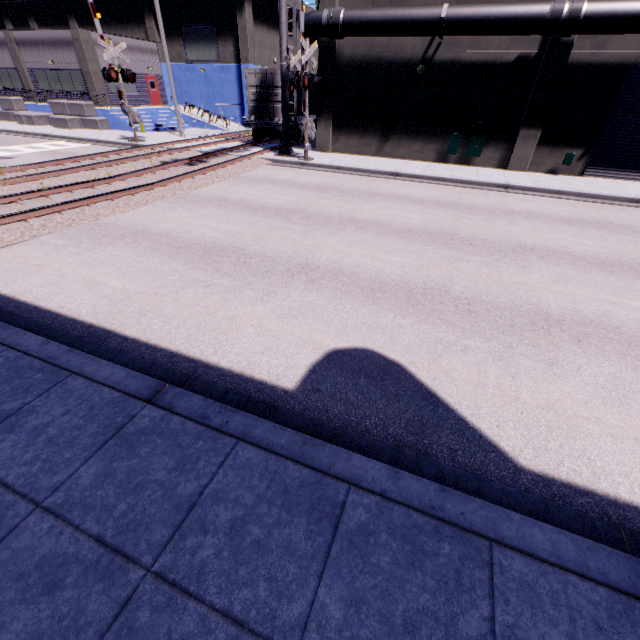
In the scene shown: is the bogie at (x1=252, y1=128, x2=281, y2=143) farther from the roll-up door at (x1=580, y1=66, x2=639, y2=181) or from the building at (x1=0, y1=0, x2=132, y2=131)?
the roll-up door at (x1=580, y1=66, x2=639, y2=181)

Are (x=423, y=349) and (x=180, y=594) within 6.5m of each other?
yes

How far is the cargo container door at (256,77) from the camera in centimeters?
1892cm

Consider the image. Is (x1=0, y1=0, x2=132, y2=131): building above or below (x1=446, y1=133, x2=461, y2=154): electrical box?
above

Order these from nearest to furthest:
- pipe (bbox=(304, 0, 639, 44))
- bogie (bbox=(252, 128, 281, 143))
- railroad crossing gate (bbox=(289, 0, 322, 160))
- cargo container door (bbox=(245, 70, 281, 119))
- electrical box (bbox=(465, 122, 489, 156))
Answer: pipe (bbox=(304, 0, 639, 44)) < railroad crossing gate (bbox=(289, 0, 322, 160)) < electrical box (bbox=(465, 122, 489, 156)) < cargo container door (bbox=(245, 70, 281, 119)) < bogie (bbox=(252, 128, 281, 143))

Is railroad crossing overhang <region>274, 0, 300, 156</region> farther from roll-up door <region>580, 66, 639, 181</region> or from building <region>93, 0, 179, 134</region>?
roll-up door <region>580, 66, 639, 181</region>

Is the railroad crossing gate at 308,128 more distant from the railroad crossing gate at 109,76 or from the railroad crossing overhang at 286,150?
the railroad crossing gate at 109,76

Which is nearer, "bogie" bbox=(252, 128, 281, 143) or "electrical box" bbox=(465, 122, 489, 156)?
"electrical box" bbox=(465, 122, 489, 156)
